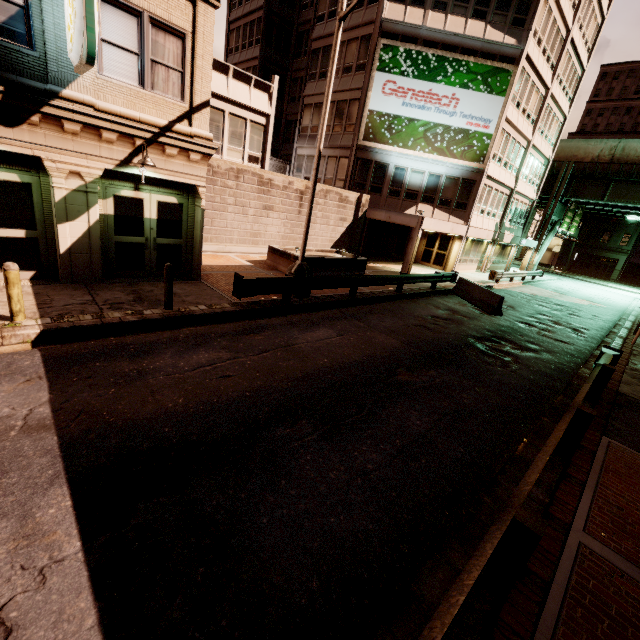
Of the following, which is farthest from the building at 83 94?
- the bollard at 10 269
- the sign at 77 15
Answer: the bollard at 10 269

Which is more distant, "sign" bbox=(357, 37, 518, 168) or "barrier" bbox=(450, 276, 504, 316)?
"sign" bbox=(357, 37, 518, 168)

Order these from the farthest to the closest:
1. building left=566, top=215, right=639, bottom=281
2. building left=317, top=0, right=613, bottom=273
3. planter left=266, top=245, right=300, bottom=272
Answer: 1. building left=566, top=215, right=639, bottom=281
2. building left=317, top=0, right=613, bottom=273
3. planter left=266, top=245, right=300, bottom=272

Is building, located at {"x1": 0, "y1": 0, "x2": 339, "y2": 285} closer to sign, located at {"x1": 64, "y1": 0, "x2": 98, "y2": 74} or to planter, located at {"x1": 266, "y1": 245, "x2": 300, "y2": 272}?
sign, located at {"x1": 64, "y1": 0, "x2": 98, "y2": 74}

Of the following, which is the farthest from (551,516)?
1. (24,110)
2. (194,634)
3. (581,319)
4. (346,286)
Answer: (581,319)

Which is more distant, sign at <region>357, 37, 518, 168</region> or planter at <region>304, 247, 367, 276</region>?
sign at <region>357, 37, 518, 168</region>

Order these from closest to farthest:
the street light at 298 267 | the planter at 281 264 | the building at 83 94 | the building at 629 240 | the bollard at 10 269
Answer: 1. the bollard at 10 269
2. the building at 83 94
3. the street light at 298 267
4. the planter at 281 264
5. the building at 629 240

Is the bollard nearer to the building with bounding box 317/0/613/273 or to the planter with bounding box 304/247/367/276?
the building with bounding box 317/0/613/273
